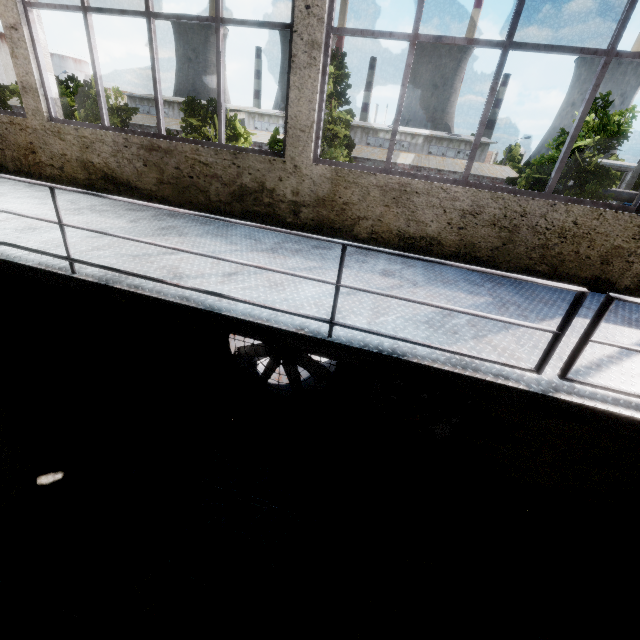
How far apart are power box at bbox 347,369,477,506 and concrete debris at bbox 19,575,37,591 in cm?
401

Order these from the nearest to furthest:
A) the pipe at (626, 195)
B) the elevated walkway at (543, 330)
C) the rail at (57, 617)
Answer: the elevated walkway at (543, 330)
the rail at (57, 617)
the pipe at (626, 195)

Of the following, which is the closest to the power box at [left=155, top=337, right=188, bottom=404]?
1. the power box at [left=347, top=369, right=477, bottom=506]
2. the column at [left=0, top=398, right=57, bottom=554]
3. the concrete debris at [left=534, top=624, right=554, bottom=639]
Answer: the column at [left=0, top=398, right=57, bottom=554]

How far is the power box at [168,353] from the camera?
6.0m

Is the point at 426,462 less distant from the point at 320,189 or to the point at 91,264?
the point at 320,189

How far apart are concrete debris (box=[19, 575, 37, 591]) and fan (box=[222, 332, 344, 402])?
3.0m

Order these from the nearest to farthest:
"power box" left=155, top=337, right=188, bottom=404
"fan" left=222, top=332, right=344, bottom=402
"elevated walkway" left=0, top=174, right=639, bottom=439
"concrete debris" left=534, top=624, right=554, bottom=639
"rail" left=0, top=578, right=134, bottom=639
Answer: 1. "elevated walkway" left=0, top=174, right=639, bottom=439
2. "rail" left=0, top=578, right=134, bottom=639
3. "concrete debris" left=534, top=624, right=554, bottom=639
4. "fan" left=222, top=332, right=344, bottom=402
5. "power box" left=155, top=337, right=188, bottom=404

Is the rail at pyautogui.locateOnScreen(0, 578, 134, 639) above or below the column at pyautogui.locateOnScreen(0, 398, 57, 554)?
below
